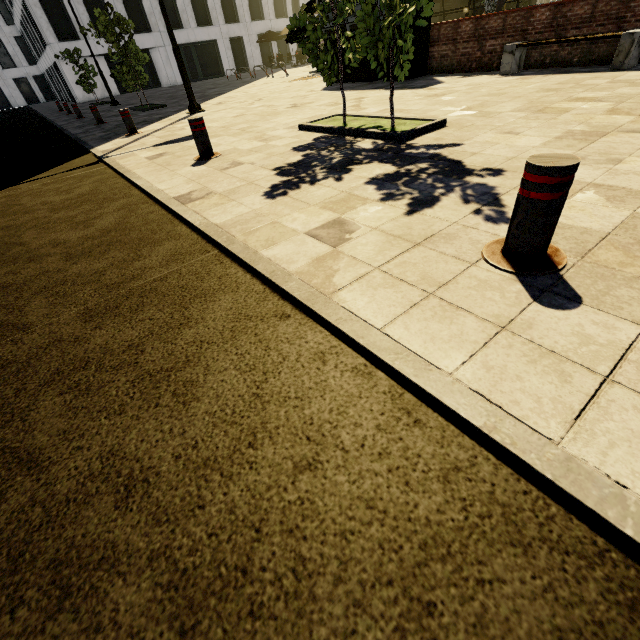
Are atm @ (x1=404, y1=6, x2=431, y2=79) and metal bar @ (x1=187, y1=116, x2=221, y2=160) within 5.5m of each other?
no

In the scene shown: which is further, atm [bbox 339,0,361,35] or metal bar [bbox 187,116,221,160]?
atm [bbox 339,0,361,35]

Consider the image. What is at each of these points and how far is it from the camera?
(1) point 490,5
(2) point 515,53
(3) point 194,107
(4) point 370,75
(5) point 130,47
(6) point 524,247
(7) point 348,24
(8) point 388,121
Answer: (1) tree, 14.85m
(2) bench, 7.91m
(3) street light, 10.33m
(4) atm, 10.95m
(5) tree, 12.23m
(6) metal bar, 1.83m
(7) atm, 10.46m
(8) tree, 5.25m

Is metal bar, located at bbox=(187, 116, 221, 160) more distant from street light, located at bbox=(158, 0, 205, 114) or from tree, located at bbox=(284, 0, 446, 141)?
street light, located at bbox=(158, 0, 205, 114)

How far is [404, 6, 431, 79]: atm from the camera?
9.4 meters

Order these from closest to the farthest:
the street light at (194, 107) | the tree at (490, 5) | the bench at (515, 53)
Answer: the bench at (515, 53) < the street light at (194, 107) < the tree at (490, 5)

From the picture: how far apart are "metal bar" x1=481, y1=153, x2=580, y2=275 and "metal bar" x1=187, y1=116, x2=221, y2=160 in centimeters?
455cm

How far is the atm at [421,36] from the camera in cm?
939
